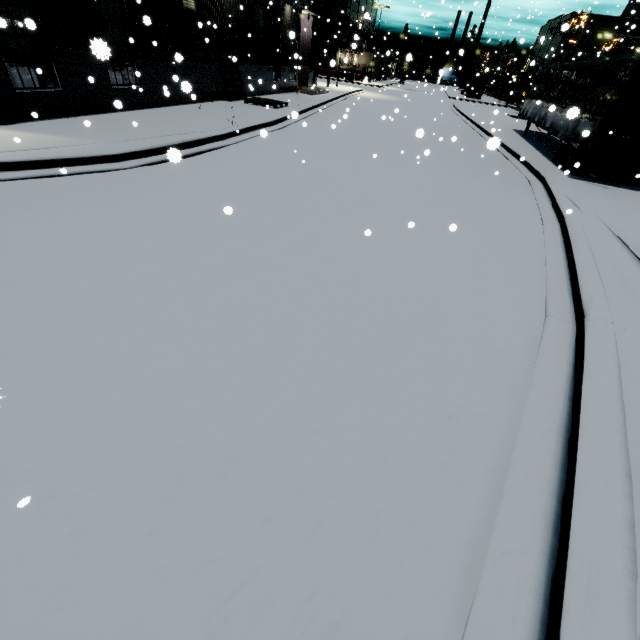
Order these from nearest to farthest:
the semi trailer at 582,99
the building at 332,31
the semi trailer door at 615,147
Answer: the semi trailer door at 615,147
the semi trailer at 582,99
the building at 332,31

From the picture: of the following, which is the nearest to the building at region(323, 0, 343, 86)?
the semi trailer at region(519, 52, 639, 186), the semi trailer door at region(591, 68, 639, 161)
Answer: the semi trailer at region(519, 52, 639, 186)

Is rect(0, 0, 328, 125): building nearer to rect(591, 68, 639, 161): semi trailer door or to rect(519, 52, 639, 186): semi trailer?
rect(519, 52, 639, 186): semi trailer

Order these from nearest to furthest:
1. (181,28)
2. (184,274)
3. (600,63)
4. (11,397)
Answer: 1. (11,397)
2. (184,274)
3. (600,63)
4. (181,28)

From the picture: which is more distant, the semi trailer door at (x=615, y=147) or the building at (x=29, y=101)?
the semi trailer door at (x=615, y=147)

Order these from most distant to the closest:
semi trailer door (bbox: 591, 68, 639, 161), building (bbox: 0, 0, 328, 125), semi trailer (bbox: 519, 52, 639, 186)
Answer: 1. semi trailer (bbox: 519, 52, 639, 186)
2. semi trailer door (bbox: 591, 68, 639, 161)
3. building (bbox: 0, 0, 328, 125)
